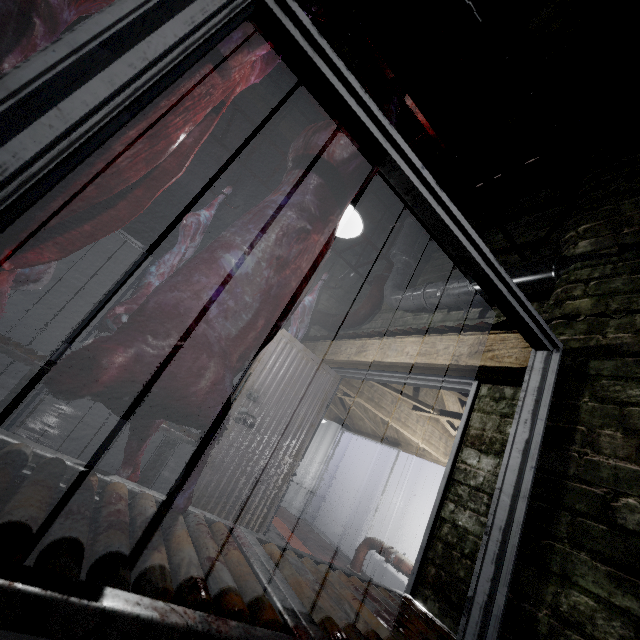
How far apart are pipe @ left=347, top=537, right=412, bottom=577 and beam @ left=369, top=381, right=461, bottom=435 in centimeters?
147cm

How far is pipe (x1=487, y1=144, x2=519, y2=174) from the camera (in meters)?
2.81

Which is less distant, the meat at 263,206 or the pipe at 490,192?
the meat at 263,206

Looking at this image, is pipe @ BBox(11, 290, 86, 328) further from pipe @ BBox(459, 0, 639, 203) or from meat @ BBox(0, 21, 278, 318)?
meat @ BBox(0, 21, 278, 318)

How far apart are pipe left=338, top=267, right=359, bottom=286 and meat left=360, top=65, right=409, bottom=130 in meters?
2.4

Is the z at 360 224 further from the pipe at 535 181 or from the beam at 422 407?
the beam at 422 407

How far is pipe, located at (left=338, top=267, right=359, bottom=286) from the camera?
4.0m

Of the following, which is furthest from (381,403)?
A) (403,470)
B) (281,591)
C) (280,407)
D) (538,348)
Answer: (281,591)
